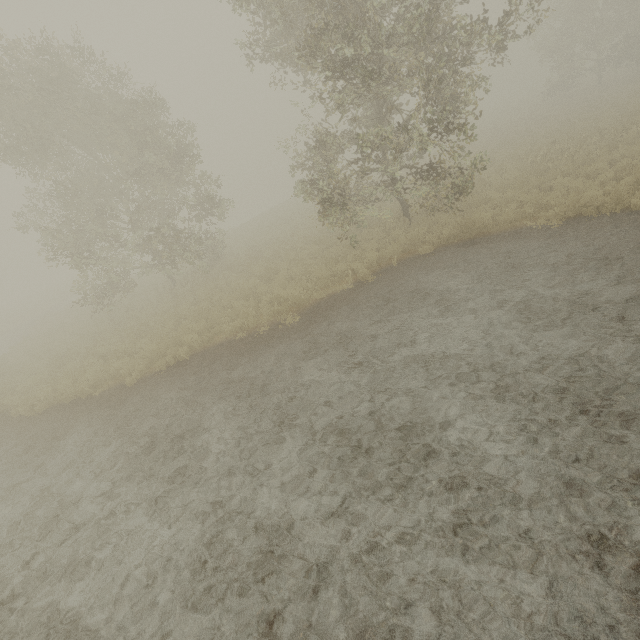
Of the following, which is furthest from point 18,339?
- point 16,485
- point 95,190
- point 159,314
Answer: point 16,485
